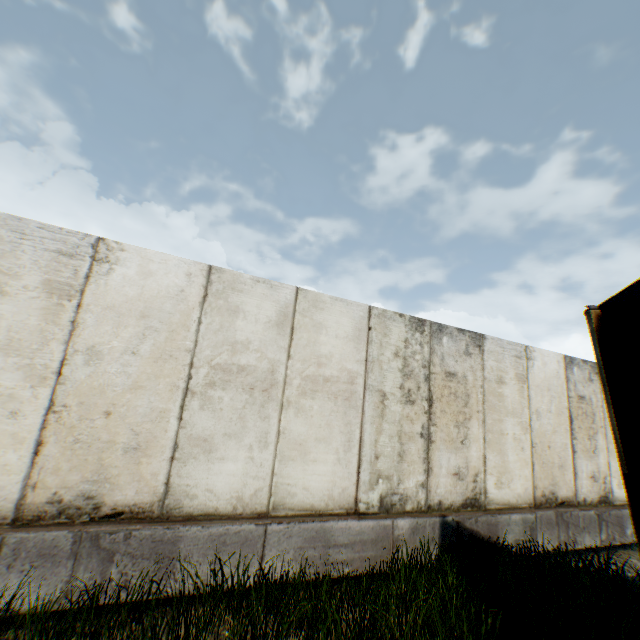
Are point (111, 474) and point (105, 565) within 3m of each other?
yes
